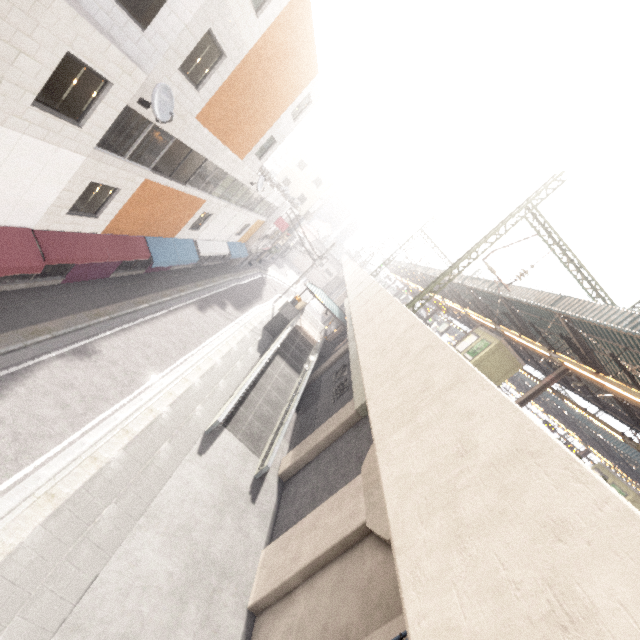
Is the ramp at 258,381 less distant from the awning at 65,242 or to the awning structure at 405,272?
the awning at 65,242

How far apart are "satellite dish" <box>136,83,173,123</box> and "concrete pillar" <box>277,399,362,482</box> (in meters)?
12.87

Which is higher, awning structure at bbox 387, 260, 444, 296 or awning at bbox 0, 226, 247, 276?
awning structure at bbox 387, 260, 444, 296

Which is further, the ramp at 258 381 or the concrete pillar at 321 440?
the ramp at 258 381

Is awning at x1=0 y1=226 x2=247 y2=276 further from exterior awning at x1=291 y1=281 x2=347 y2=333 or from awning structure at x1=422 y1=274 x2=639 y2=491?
awning structure at x1=422 y1=274 x2=639 y2=491

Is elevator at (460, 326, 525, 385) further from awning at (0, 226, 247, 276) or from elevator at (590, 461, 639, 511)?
awning at (0, 226, 247, 276)

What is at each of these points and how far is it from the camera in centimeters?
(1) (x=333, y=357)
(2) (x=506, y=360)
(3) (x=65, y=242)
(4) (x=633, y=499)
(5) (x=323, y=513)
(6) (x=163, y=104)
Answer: (1) concrete pillar, 2525cm
(2) elevator, 2048cm
(3) awning, 1137cm
(4) elevator, 2217cm
(5) concrete pillar, 1084cm
(6) satellite dish, 967cm

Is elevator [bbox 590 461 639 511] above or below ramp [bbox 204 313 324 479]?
above
